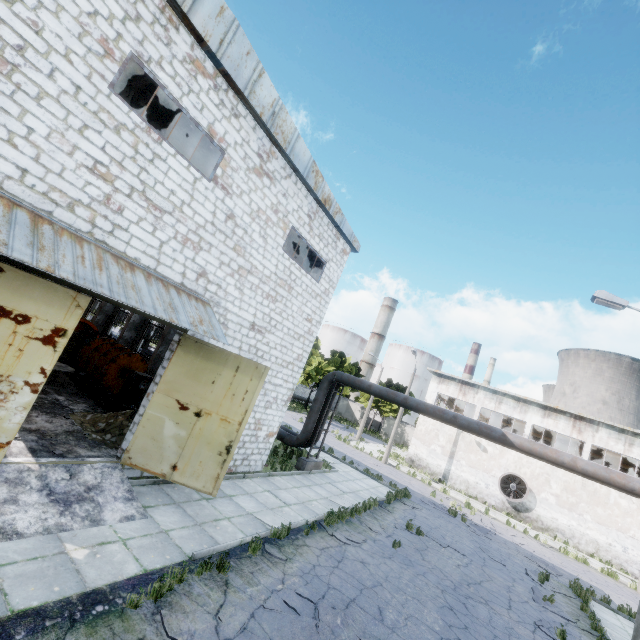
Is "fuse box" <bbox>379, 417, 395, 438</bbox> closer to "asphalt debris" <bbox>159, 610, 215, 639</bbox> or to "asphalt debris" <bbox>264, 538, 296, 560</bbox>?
"asphalt debris" <bbox>264, 538, 296, 560</bbox>

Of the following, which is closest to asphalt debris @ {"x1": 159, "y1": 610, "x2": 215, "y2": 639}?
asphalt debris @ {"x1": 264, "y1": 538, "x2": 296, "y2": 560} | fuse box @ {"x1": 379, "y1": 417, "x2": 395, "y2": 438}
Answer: asphalt debris @ {"x1": 264, "y1": 538, "x2": 296, "y2": 560}

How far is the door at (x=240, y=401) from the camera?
8.83m

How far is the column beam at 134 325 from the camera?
21.2m

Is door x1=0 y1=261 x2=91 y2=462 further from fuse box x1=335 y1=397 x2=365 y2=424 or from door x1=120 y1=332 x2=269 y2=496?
fuse box x1=335 y1=397 x2=365 y2=424

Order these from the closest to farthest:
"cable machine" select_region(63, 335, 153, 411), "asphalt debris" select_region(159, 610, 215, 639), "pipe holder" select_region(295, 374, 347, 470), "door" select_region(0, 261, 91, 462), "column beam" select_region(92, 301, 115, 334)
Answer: "asphalt debris" select_region(159, 610, 215, 639) < "door" select_region(0, 261, 91, 462) < "cable machine" select_region(63, 335, 153, 411) < "pipe holder" select_region(295, 374, 347, 470) < "column beam" select_region(92, 301, 115, 334)

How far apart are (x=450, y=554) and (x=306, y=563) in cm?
804

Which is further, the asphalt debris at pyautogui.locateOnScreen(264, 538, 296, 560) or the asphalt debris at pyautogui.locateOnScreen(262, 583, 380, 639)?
the asphalt debris at pyautogui.locateOnScreen(264, 538, 296, 560)
